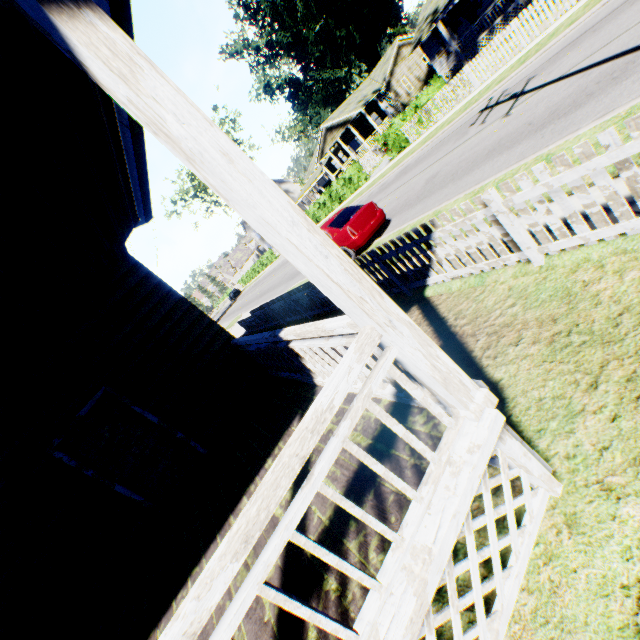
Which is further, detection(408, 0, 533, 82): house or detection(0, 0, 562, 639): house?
detection(408, 0, 533, 82): house

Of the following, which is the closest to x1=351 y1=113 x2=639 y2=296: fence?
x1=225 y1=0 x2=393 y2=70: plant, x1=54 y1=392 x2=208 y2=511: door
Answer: x1=54 y1=392 x2=208 y2=511: door

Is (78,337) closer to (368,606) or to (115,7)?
(115,7)

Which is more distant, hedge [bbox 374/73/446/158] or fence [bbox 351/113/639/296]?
hedge [bbox 374/73/446/158]

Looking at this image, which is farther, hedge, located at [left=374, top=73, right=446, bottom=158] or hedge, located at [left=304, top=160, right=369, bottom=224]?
hedge, located at [left=304, top=160, right=369, bottom=224]

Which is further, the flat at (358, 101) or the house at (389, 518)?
the flat at (358, 101)

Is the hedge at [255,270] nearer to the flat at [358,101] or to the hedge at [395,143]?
the flat at [358,101]

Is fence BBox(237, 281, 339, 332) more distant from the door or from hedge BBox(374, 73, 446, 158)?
hedge BBox(374, 73, 446, 158)
